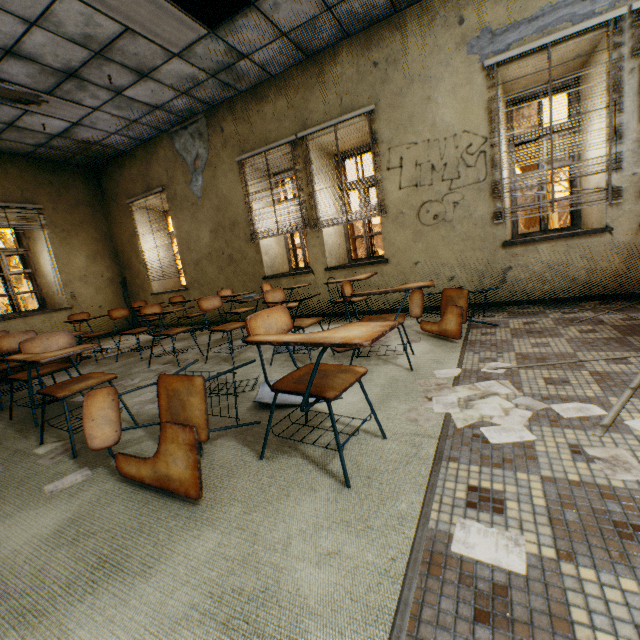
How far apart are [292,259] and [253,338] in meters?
5.6 m

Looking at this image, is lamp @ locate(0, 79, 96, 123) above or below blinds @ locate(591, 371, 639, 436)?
above

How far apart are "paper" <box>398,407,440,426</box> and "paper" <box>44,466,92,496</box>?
1.9 meters

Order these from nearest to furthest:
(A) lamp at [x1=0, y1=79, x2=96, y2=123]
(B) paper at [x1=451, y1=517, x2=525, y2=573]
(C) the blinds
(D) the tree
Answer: (B) paper at [x1=451, y1=517, x2=525, y2=573]
(C) the blinds
(A) lamp at [x1=0, y1=79, x2=96, y2=123]
(D) the tree

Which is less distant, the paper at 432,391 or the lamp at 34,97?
the paper at 432,391

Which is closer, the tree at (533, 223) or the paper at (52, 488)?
the paper at (52, 488)

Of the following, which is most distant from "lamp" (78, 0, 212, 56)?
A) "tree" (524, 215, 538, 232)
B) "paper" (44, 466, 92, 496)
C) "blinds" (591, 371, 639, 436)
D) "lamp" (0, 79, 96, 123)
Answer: "tree" (524, 215, 538, 232)

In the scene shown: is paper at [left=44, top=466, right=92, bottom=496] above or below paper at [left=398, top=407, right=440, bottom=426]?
below
